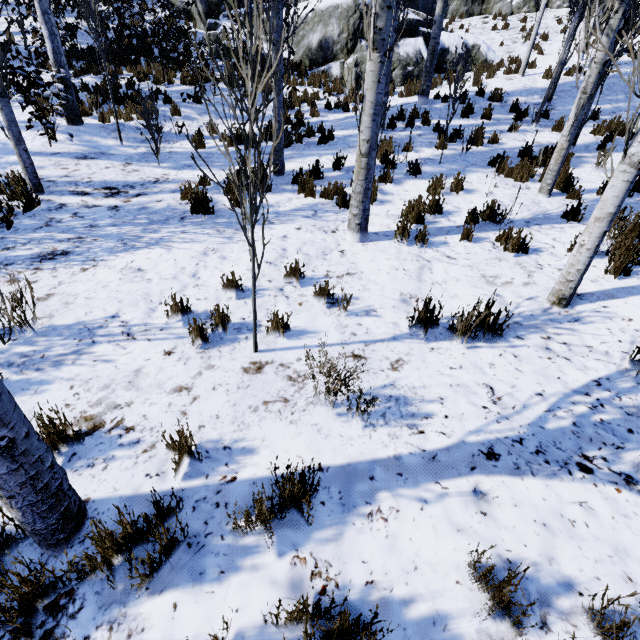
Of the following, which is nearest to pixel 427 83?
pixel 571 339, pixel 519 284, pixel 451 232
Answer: pixel 451 232

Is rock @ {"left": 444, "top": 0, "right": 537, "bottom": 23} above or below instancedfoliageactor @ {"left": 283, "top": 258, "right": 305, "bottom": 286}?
above

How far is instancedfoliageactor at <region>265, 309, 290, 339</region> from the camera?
3.3m

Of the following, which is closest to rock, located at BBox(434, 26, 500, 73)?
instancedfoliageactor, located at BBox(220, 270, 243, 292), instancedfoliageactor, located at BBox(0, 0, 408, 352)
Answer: instancedfoliageactor, located at BBox(0, 0, 408, 352)

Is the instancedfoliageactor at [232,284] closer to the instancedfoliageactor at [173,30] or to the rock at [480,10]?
the instancedfoliageactor at [173,30]
